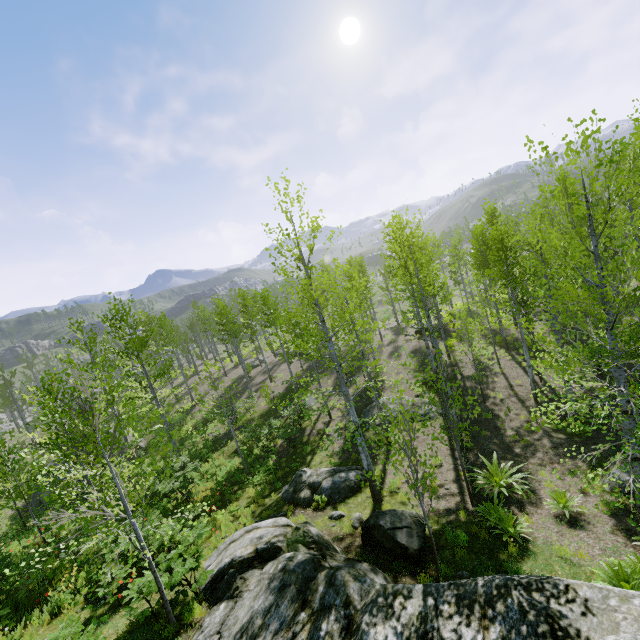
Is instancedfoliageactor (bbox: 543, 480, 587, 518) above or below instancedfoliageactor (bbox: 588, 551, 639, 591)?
below

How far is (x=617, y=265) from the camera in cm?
550

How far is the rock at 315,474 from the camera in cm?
1192

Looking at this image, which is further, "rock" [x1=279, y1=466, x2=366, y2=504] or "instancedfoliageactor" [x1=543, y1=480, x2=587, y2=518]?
"rock" [x1=279, y1=466, x2=366, y2=504]

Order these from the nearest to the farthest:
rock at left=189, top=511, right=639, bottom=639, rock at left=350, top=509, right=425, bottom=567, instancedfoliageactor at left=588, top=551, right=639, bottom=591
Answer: rock at left=189, top=511, right=639, bottom=639, instancedfoliageactor at left=588, top=551, right=639, bottom=591, rock at left=350, top=509, right=425, bottom=567

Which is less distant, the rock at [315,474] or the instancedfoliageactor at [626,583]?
the instancedfoliageactor at [626,583]

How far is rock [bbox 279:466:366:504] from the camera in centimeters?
1192cm
